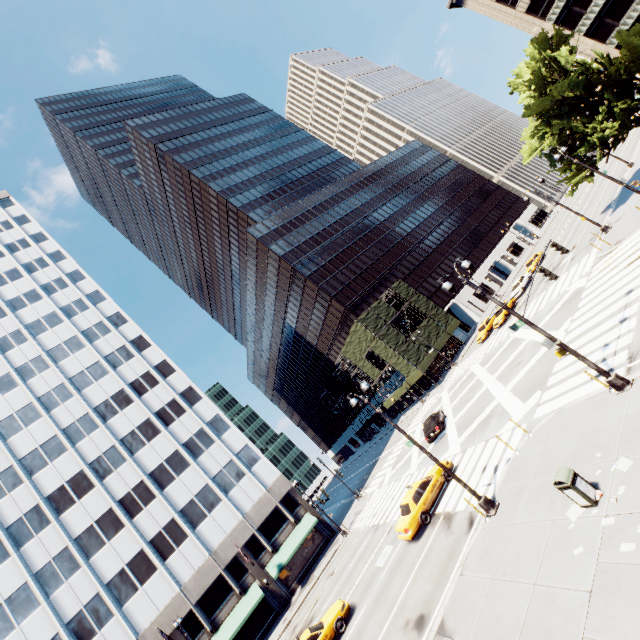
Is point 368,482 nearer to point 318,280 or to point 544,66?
point 318,280

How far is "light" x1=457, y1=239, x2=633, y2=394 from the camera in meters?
11.4 m

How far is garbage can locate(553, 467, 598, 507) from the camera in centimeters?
895cm

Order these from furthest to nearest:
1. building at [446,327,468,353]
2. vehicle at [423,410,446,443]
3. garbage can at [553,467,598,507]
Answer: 1. building at [446,327,468,353]
2. vehicle at [423,410,446,443]
3. garbage can at [553,467,598,507]

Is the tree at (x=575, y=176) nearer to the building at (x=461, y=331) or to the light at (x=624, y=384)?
the light at (x=624, y=384)

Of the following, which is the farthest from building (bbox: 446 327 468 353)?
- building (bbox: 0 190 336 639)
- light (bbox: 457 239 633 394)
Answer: light (bbox: 457 239 633 394)

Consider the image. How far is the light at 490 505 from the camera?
13.0m

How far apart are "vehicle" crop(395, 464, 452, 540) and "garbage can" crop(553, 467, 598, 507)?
10.1 meters
